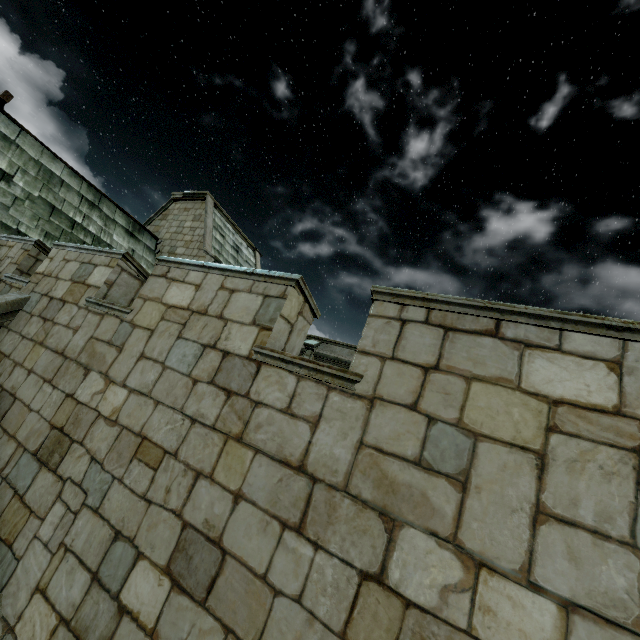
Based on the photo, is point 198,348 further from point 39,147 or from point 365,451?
point 39,147
